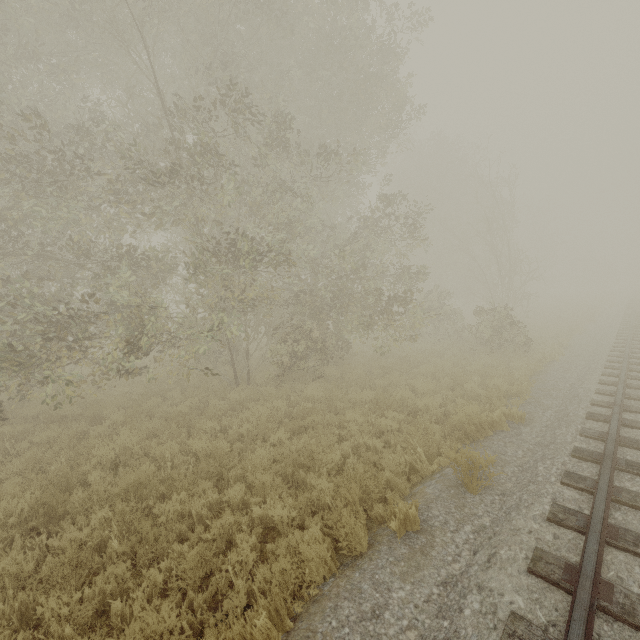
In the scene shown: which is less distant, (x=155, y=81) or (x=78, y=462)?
(x=78, y=462)
